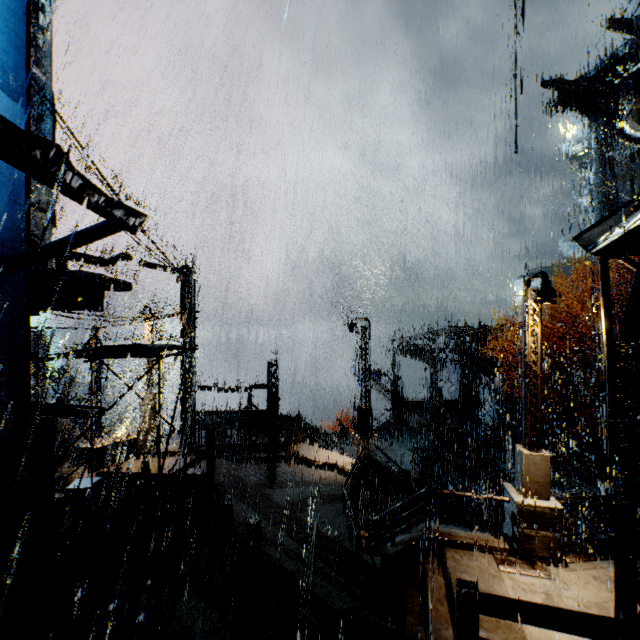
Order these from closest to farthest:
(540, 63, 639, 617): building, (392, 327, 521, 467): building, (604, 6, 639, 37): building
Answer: (540, 63, 639, 617): building → (392, 327, 521, 467): building → (604, 6, 639, 37): building

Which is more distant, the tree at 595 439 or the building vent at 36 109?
the tree at 595 439

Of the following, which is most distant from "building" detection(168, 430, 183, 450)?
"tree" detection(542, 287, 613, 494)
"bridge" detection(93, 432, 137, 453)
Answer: "tree" detection(542, 287, 613, 494)

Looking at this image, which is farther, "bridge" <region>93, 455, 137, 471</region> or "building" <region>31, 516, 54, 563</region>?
"bridge" <region>93, 455, 137, 471</region>

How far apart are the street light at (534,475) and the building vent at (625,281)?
37.9m

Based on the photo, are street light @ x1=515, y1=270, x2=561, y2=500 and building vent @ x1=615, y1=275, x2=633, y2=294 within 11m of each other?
no

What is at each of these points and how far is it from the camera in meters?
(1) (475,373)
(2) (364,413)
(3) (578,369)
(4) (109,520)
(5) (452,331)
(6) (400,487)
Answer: (1) building, 32.2 m
(2) street light, 15.8 m
(3) building, 27.7 m
(4) building, 11.8 m
(5) sm, 29.5 m
(6) building, 18.3 m

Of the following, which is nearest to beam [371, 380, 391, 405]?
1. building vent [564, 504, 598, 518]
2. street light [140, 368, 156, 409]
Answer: building vent [564, 504, 598, 518]
